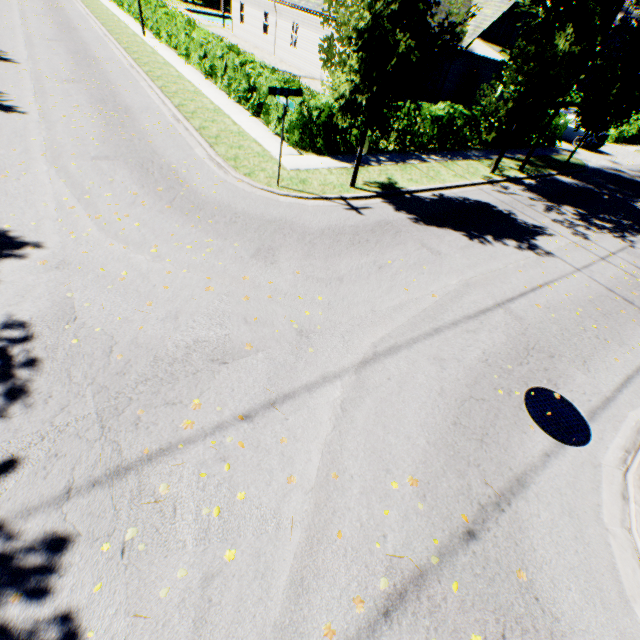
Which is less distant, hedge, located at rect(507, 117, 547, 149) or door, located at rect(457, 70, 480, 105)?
hedge, located at rect(507, 117, 547, 149)

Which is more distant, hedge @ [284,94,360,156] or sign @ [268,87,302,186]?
hedge @ [284,94,360,156]

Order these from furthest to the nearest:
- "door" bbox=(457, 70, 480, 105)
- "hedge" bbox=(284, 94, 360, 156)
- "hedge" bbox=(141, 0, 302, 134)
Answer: "door" bbox=(457, 70, 480, 105) → "hedge" bbox=(141, 0, 302, 134) → "hedge" bbox=(284, 94, 360, 156)

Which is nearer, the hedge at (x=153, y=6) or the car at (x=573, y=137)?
the hedge at (x=153, y=6)

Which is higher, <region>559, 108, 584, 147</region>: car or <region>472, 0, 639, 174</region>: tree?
<region>472, 0, 639, 174</region>: tree

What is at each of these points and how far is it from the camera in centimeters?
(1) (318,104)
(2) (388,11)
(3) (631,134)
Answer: (1) hedge, 1117cm
(2) tree, 709cm
(3) hedge, 2700cm

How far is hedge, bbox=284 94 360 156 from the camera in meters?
11.3 m

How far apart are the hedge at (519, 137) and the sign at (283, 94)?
14.1m
